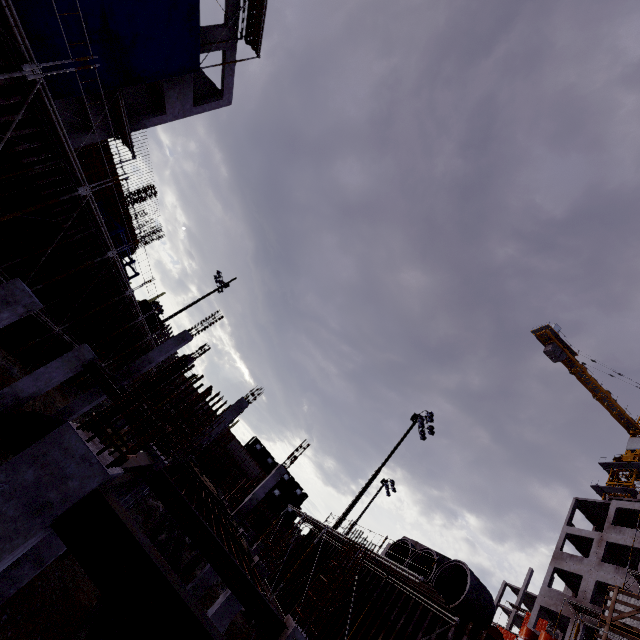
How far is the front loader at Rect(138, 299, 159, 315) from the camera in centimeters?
3500cm

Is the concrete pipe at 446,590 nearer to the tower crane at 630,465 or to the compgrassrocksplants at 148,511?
the compgrassrocksplants at 148,511

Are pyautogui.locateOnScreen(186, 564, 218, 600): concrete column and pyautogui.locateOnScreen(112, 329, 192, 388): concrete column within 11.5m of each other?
yes

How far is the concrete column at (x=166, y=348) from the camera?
16.3m

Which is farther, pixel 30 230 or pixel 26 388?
pixel 30 230

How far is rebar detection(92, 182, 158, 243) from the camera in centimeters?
2008cm

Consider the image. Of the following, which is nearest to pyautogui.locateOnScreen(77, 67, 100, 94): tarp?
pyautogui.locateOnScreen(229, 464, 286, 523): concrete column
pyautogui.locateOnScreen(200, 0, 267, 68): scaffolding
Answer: pyautogui.locateOnScreen(200, 0, 267, 68): scaffolding

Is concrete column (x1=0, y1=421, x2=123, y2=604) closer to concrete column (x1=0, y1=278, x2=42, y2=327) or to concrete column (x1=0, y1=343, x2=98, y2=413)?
concrete column (x1=0, y1=278, x2=42, y2=327)
